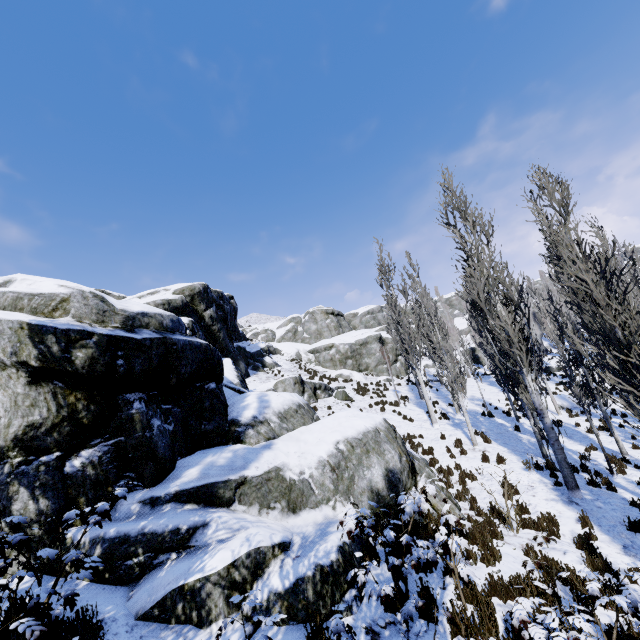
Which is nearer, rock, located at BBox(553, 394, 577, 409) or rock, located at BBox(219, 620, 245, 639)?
rock, located at BBox(219, 620, 245, 639)

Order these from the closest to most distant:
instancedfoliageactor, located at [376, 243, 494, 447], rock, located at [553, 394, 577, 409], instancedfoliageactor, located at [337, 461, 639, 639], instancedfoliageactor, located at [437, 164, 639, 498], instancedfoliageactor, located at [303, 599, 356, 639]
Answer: instancedfoliageactor, located at [303, 599, 356, 639], instancedfoliageactor, located at [337, 461, 639, 639], instancedfoliageactor, located at [437, 164, 639, 498], instancedfoliageactor, located at [376, 243, 494, 447], rock, located at [553, 394, 577, 409]

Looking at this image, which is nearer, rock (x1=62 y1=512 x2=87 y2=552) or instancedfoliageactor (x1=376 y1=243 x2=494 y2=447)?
rock (x1=62 y1=512 x2=87 y2=552)

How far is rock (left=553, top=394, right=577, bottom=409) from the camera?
22.95m

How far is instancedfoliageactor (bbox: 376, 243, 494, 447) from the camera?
14.89m

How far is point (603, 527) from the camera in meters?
8.1 m

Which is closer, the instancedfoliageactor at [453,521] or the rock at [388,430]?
the instancedfoliageactor at [453,521]
